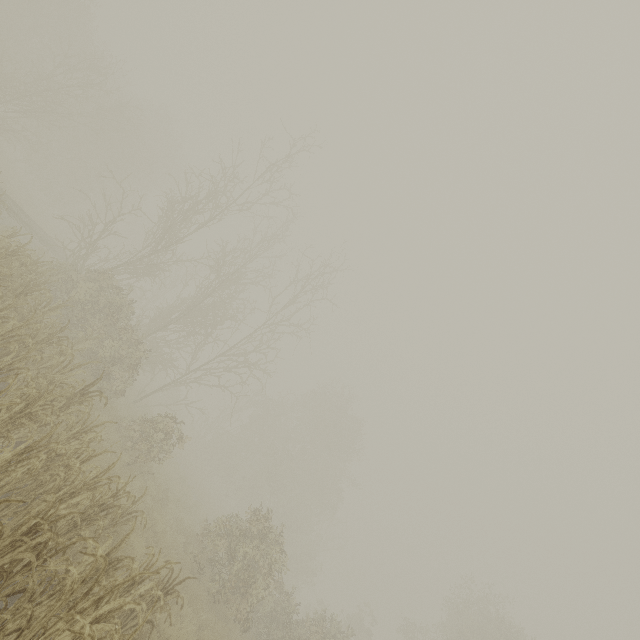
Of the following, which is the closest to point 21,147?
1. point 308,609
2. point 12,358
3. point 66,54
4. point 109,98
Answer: point 66,54
